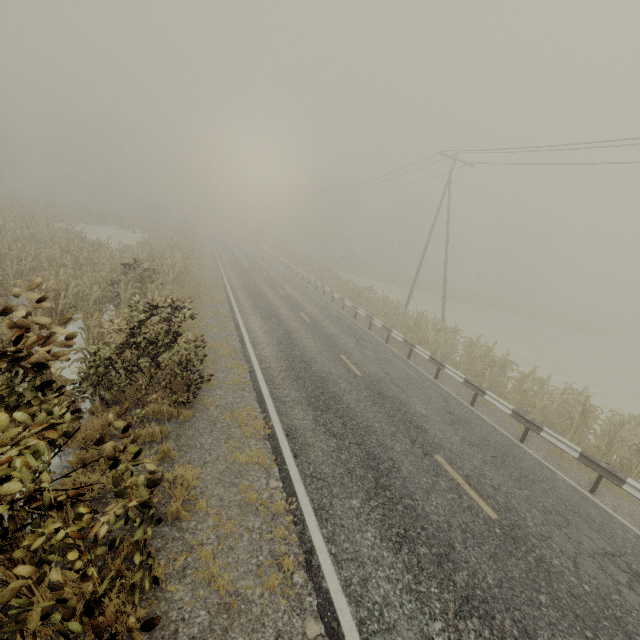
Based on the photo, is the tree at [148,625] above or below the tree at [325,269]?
above

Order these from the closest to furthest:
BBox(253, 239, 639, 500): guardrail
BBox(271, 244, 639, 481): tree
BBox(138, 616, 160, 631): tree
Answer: BBox(138, 616, 160, 631): tree → BBox(253, 239, 639, 500): guardrail → BBox(271, 244, 639, 481): tree

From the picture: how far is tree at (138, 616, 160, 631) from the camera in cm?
219

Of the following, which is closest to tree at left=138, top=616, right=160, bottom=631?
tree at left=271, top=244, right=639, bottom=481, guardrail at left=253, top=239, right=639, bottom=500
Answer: tree at left=271, top=244, right=639, bottom=481

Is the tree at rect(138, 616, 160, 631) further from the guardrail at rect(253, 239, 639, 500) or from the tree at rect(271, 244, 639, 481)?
the guardrail at rect(253, 239, 639, 500)

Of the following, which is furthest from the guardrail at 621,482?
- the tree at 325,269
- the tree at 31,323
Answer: the tree at 31,323

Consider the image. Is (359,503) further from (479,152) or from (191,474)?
(479,152)

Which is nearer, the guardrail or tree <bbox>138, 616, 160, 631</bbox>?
tree <bbox>138, 616, 160, 631</bbox>
